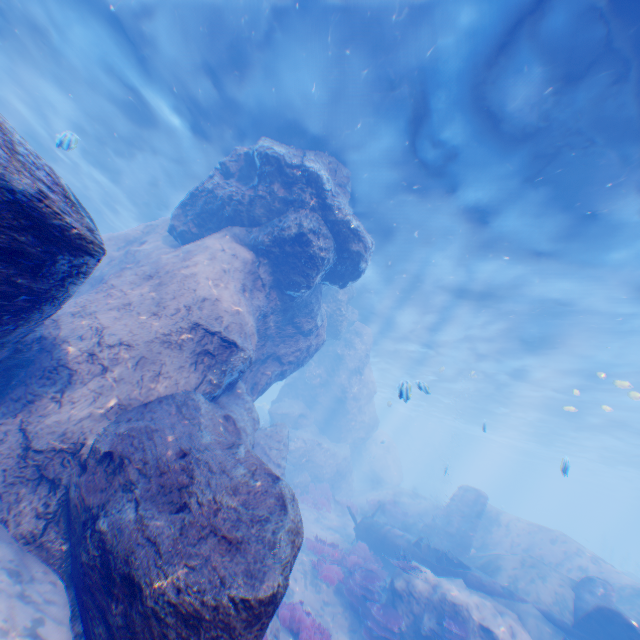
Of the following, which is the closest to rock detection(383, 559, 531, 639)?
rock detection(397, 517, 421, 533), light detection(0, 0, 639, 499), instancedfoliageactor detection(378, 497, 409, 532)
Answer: light detection(0, 0, 639, 499)

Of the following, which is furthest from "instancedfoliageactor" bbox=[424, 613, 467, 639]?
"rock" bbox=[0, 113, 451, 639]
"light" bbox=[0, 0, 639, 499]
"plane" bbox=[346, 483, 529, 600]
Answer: "light" bbox=[0, 0, 639, 499]

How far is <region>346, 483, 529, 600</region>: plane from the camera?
11.8 meters

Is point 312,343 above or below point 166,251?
below

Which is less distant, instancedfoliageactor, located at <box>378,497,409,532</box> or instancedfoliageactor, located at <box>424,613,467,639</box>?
instancedfoliageactor, located at <box>424,613,467,639</box>

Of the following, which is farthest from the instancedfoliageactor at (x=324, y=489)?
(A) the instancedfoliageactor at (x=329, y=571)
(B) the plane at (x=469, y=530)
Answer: (A) the instancedfoliageactor at (x=329, y=571)

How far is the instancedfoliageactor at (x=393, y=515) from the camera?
18.7 meters

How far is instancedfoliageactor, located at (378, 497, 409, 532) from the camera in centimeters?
1869cm
